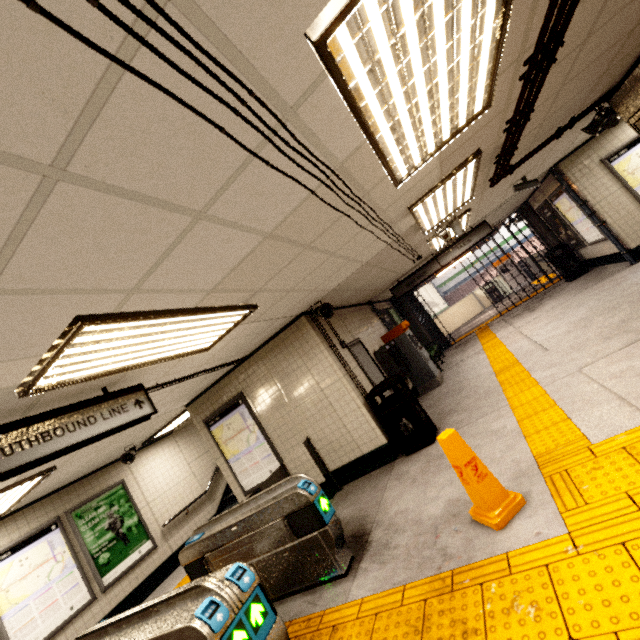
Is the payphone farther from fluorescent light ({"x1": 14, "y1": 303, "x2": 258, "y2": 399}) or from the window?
fluorescent light ({"x1": 14, "y1": 303, "x2": 258, "y2": 399})

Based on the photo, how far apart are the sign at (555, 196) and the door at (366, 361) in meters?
6.6

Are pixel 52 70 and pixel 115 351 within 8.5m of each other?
yes

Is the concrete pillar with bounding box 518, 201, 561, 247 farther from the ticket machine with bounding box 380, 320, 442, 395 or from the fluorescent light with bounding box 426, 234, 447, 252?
the ticket machine with bounding box 380, 320, 442, 395

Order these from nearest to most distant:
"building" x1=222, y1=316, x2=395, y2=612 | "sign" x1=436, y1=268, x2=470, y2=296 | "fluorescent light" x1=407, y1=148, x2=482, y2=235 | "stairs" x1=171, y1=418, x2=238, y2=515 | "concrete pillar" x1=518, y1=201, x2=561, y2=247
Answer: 1. "building" x1=222, y1=316, x2=395, y2=612
2. "fluorescent light" x1=407, y1=148, x2=482, y2=235
3. "stairs" x1=171, y1=418, x2=238, y2=515
4. "concrete pillar" x1=518, y1=201, x2=561, y2=247
5. "sign" x1=436, y1=268, x2=470, y2=296

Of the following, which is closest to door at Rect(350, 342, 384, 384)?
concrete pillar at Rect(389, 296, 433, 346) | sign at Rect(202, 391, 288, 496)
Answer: sign at Rect(202, 391, 288, 496)

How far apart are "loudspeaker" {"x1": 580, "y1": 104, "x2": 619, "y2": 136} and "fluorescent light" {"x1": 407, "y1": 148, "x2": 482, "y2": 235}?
2.03m

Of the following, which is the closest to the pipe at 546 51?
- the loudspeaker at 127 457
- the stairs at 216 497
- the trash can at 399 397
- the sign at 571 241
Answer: the trash can at 399 397
